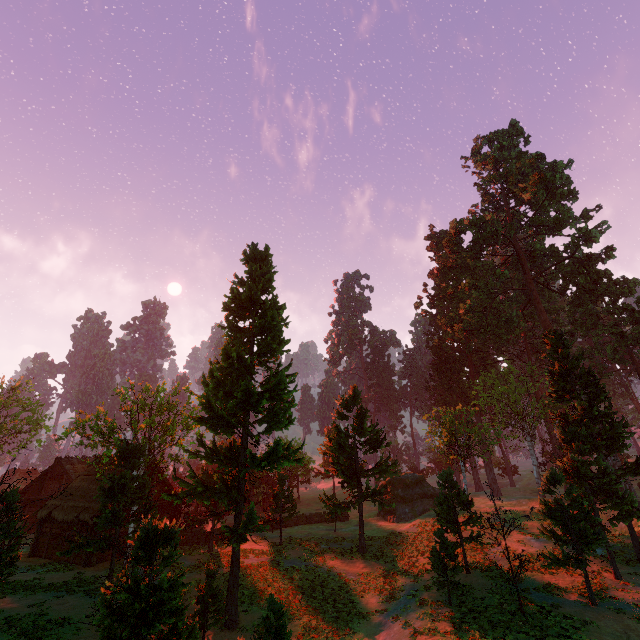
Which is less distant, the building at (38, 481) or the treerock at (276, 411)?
the treerock at (276, 411)

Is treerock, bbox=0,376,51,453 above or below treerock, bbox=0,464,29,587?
above

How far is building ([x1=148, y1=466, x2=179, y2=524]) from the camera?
30.8 meters

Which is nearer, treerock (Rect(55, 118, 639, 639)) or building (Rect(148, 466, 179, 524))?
treerock (Rect(55, 118, 639, 639))

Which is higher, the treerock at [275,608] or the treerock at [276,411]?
the treerock at [276,411]

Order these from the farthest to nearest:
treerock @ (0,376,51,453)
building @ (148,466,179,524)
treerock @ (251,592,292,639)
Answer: treerock @ (0,376,51,453)
building @ (148,466,179,524)
treerock @ (251,592,292,639)

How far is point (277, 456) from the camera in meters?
19.5 m
